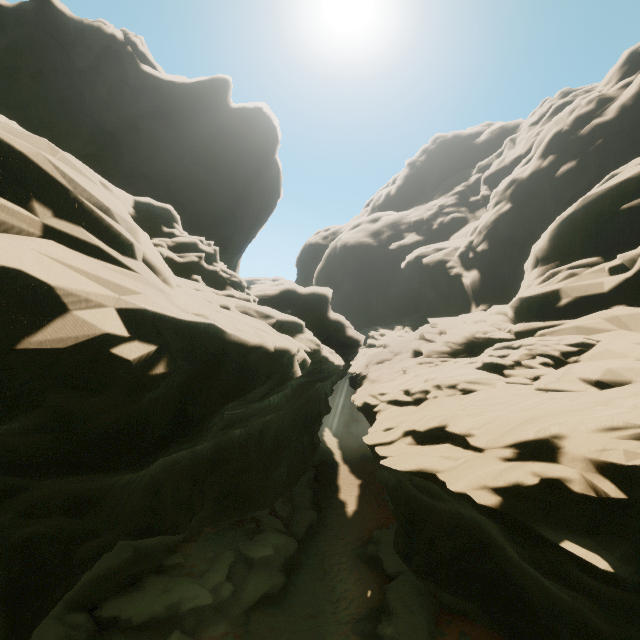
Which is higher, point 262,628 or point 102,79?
point 102,79
